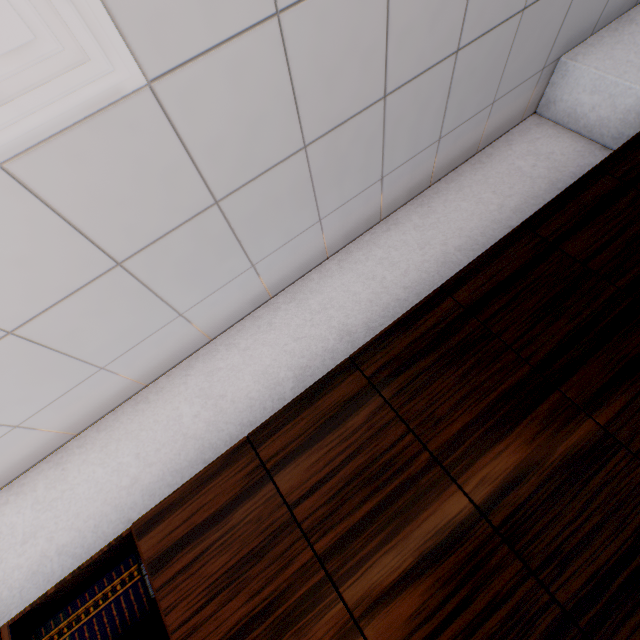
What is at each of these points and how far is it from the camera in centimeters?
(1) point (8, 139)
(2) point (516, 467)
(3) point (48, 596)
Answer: (1) ceiling vent, 91cm
(2) cupboard, 128cm
(3) book, 135cm

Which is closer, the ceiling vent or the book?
the ceiling vent

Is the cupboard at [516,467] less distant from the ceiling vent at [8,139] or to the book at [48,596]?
the book at [48,596]

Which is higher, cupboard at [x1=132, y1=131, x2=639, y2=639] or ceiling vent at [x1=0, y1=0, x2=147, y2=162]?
ceiling vent at [x1=0, y1=0, x2=147, y2=162]

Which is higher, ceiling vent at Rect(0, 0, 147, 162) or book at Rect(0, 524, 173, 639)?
ceiling vent at Rect(0, 0, 147, 162)

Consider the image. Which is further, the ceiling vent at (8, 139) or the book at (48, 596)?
the book at (48, 596)

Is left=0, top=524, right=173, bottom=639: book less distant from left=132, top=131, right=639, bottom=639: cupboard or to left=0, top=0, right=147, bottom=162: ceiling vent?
left=132, top=131, right=639, bottom=639: cupboard
